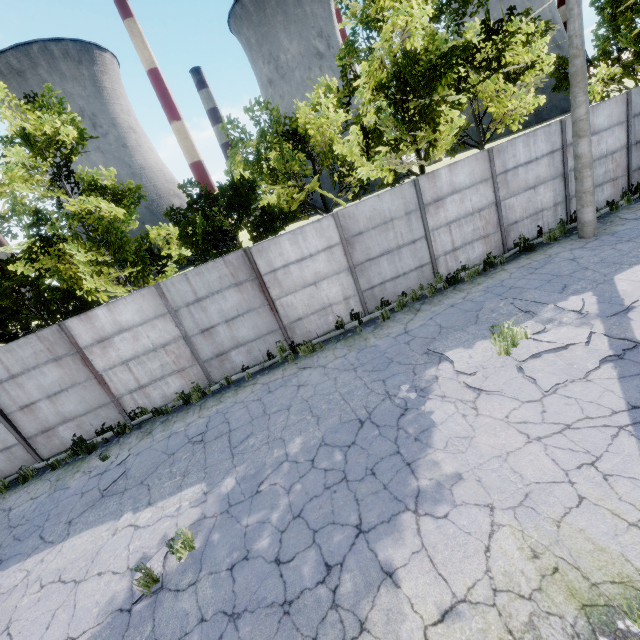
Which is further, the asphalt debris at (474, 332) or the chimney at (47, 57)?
the chimney at (47, 57)

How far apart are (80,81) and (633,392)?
86.96m

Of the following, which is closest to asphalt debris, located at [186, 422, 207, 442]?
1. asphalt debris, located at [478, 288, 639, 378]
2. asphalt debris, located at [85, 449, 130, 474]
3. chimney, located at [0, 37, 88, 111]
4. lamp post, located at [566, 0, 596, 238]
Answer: asphalt debris, located at [85, 449, 130, 474]

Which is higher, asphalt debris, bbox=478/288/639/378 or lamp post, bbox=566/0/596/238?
lamp post, bbox=566/0/596/238

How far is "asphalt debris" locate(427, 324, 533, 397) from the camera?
6.03m

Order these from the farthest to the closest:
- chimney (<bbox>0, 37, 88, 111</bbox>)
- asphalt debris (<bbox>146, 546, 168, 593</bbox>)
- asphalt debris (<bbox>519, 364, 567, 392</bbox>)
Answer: chimney (<bbox>0, 37, 88, 111</bbox>), asphalt debris (<bbox>519, 364, 567, 392</bbox>), asphalt debris (<bbox>146, 546, 168, 593</bbox>)

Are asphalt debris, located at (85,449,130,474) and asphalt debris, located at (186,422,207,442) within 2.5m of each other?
yes

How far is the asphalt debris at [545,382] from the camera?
5.7m
